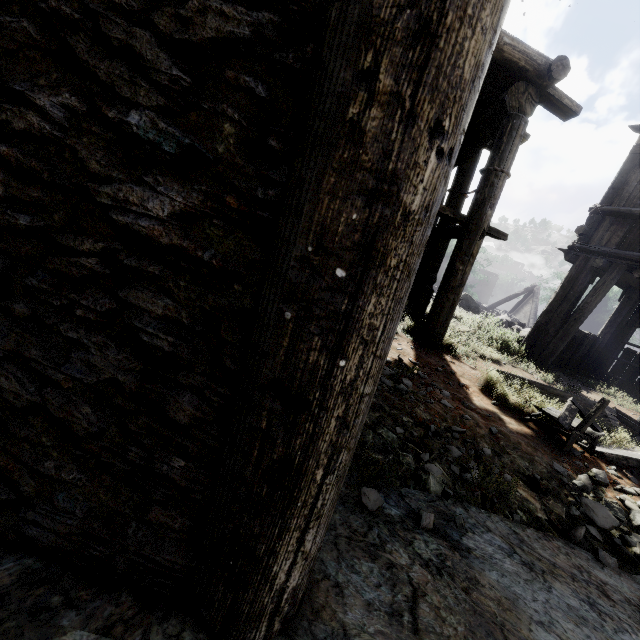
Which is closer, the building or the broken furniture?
the building

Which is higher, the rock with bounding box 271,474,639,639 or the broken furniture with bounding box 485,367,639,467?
the broken furniture with bounding box 485,367,639,467

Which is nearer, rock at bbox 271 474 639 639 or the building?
the building

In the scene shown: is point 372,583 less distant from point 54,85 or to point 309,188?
point 309,188

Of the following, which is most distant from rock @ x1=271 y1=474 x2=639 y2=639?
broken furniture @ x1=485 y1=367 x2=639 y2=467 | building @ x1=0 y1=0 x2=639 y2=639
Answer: broken furniture @ x1=485 y1=367 x2=639 y2=467

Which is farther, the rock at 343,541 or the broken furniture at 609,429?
the broken furniture at 609,429

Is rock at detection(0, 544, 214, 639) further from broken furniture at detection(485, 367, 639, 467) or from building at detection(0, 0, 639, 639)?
broken furniture at detection(485, 367, 639, 467)

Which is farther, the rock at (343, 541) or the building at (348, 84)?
the rock at (343, 541)
